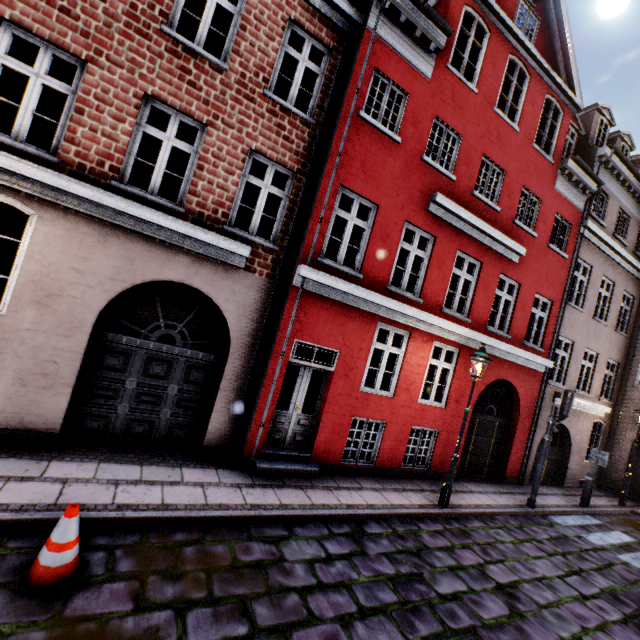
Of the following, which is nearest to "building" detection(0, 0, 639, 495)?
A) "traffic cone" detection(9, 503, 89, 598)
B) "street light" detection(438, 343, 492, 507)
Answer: "street light" detection(438, 343, 492, 507)

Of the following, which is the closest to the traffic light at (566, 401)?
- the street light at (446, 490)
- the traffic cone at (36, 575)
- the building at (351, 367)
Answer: the building at (351, 367)

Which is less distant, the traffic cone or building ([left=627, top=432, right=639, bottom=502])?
the traffic cone

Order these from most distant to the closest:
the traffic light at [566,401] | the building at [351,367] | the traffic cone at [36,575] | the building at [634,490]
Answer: the building at [634,490]
the traffic light at [566,401]
the building at [351,367]
the traffic cone at [36,575]

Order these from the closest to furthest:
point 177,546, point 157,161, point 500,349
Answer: point 177,546 < point 157,161 < point 500,349

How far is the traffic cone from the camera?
3.19m

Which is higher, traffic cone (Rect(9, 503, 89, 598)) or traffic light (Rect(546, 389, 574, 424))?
traffic light (Rect(546, 389, 574, 424))

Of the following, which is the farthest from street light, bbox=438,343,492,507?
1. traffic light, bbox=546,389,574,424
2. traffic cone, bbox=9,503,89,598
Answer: traffic cone, bbox=9,503,89,598
